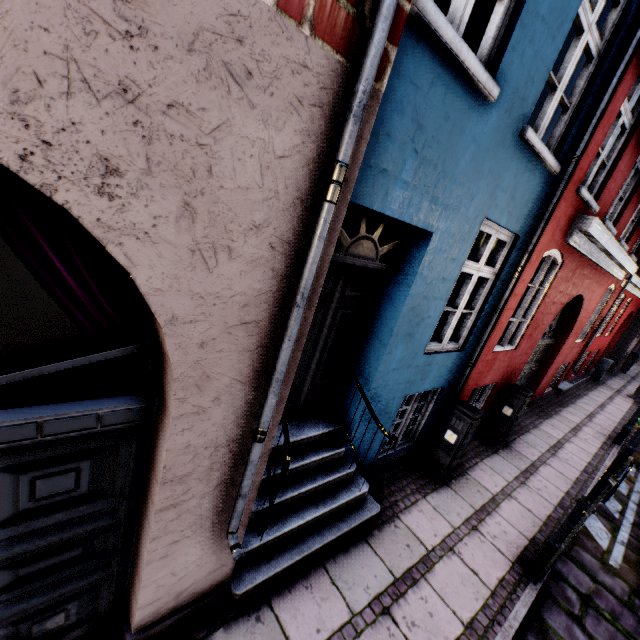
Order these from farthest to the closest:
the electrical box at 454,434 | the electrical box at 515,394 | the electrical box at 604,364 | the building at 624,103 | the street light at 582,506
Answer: the electrical box at 604,364
the electrical box at 515,394
the electrical box at 454,434
the street light at 582,506
the building at 624,103

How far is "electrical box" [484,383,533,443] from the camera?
6.45m

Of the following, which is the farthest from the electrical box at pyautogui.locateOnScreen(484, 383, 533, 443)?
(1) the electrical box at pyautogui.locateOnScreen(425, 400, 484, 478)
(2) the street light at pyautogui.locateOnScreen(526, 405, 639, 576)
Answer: (2) the street light at pyautogui.locateOnScreen(526, 405, 639, 576)

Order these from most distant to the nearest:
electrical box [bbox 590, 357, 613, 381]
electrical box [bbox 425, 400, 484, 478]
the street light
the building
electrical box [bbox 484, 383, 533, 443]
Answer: electrical box [bbox 590, 357, 613, 381], electrical box [bbox 484, 383, 533, 443], electrical box [bbox 425, 400, 484, 478], the street light, the building

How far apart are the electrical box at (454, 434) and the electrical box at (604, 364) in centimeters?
1395cm

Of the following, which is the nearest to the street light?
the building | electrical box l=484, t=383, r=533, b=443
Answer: the building

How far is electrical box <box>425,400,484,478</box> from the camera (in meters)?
4.85

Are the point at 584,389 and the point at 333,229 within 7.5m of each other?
no
